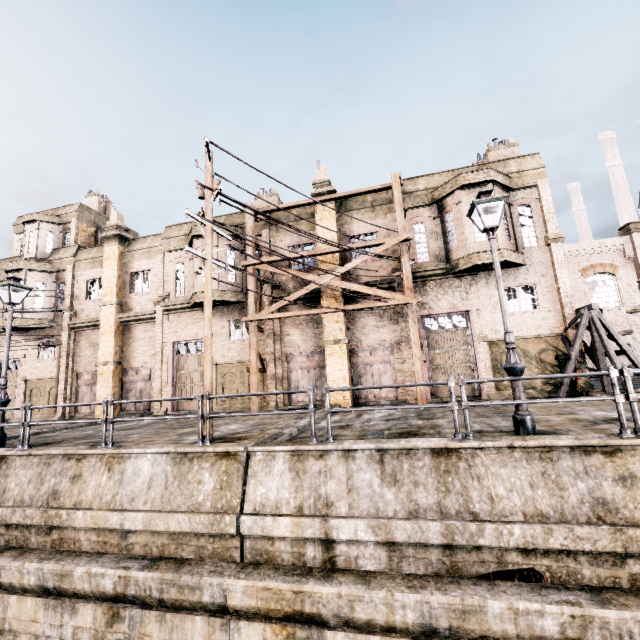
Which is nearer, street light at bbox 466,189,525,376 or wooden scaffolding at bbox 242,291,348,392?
street light at bbox 466,189,525,376

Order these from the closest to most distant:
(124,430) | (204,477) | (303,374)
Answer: (204,477) → (124,430) → (303,374)

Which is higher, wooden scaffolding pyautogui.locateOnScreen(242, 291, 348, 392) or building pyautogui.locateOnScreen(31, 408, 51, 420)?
wooden scaffolding pyautogui.locateOnScreen(242, 291, 348, 392)

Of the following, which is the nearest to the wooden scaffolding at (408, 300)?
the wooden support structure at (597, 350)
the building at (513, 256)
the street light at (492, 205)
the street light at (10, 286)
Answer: the building at (513, 256)

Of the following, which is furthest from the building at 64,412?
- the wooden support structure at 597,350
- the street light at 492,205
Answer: the street light at 492,205

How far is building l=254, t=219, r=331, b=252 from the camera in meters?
19.4

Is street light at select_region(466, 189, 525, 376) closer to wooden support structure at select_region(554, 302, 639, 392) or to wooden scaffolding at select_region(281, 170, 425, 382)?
wooden scaffolding at select_region(281, 170, 425, 382)
